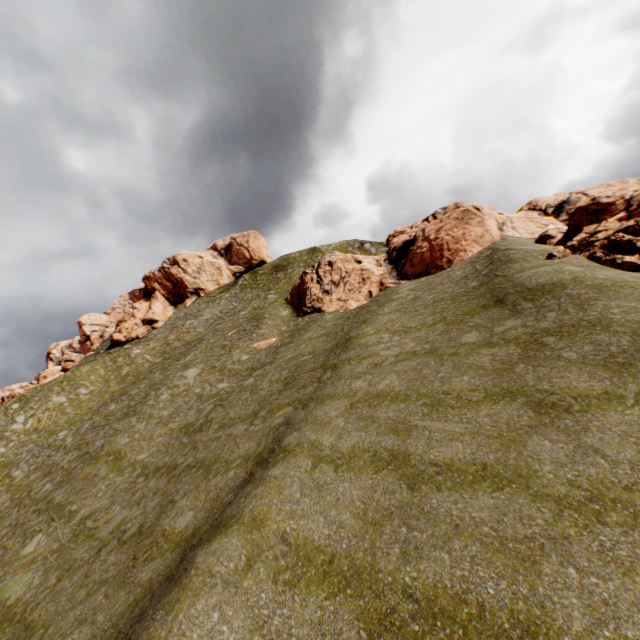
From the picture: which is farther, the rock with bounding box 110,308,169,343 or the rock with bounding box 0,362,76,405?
the rock with bounding box 110,308,169,343

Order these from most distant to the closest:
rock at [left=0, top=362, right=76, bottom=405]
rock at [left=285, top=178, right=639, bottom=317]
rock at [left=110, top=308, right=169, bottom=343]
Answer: rock at [left=110, top=308, right=169, bottom=343], rock at [left=0, top=362, right=76, bottom=405], rock at [left=285, top=178, right=639, bottom=317]

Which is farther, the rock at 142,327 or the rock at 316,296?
the rock at 142,327

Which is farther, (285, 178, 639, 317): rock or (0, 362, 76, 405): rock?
(0, 362, 76, 405): rock

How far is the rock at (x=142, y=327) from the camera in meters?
57.0

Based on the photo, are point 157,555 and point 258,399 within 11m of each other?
yes

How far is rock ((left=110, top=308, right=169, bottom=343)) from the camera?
57.0m
